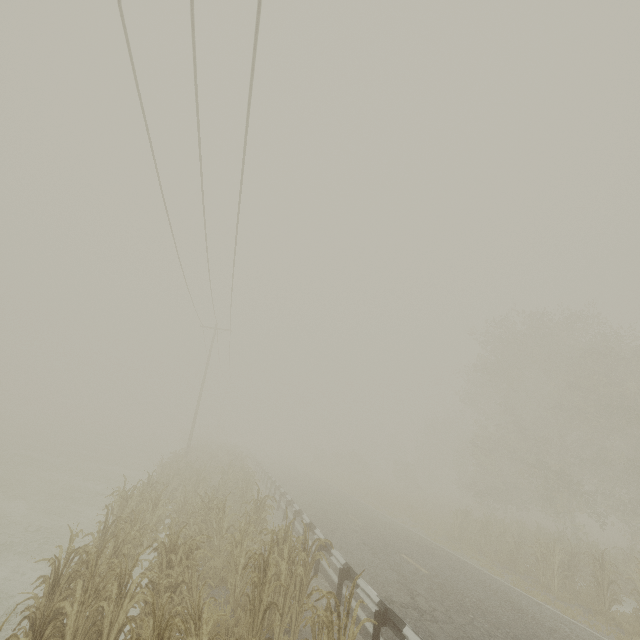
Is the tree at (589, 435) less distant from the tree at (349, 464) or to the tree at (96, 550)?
the tree at (349, 464)

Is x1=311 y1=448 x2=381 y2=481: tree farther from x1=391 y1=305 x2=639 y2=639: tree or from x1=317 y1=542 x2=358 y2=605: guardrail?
x1=391 y1=305 x2=639 y2=639: tree

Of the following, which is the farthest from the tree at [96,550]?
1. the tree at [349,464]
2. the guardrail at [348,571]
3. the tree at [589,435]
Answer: the tree at [589,435]

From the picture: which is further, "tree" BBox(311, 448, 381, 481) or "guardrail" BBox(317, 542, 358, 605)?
"tree" BBox(311, 448, 381, 481)

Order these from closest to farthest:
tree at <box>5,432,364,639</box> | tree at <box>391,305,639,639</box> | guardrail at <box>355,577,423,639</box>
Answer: tree at <box>5,432,364,639</box>, guardrail at <box>355,577,423,639</box>, tree at <box>391,305,639,639</box>

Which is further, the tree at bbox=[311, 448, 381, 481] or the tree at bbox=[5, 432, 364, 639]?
the tree at bbox=[311, 448, 381, 481]

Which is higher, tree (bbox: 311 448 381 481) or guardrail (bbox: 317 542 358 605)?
tree (bbox: 311 448 381 481)

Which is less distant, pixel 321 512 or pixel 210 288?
pixel 321 512
